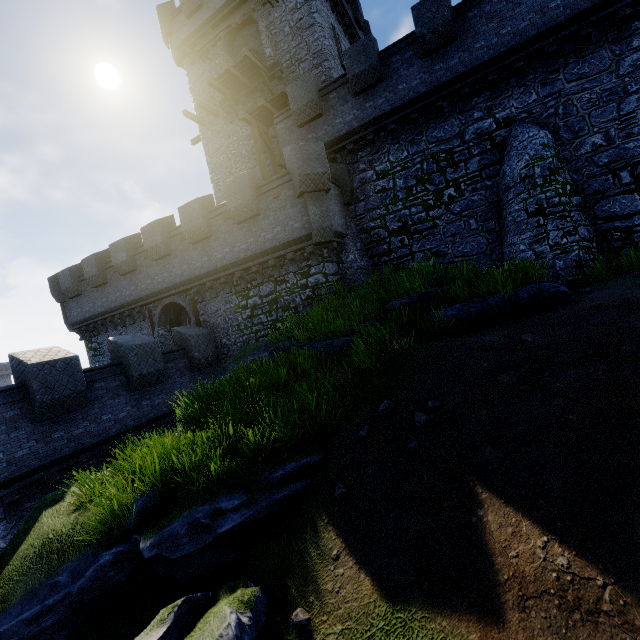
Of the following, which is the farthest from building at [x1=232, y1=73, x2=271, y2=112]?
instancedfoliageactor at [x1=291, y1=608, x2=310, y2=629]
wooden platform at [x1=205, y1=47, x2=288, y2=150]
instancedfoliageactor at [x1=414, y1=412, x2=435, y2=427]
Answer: instancedfoliageactor at [x1=291, y1=608, x2=310, y2=629]

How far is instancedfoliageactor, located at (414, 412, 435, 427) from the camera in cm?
582

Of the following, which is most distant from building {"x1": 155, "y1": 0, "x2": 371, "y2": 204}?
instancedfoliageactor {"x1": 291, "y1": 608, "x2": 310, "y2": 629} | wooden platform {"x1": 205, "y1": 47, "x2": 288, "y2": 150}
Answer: instancedfoliageactor {"x1": 291, "y1": 608, "x2": 310, "y2": 629}

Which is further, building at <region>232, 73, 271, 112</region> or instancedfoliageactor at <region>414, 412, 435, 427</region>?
building at <region>232, 73, 271, 112</region>

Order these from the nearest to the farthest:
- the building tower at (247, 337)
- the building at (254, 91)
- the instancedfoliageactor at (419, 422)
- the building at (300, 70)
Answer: the instancedfoliageactor at (419, 422) < the building tower at (247, 337) < the building at (300, 70) < the building at (254, 91)

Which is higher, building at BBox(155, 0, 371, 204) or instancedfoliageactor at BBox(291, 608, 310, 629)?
building at BBox(155, 0, 371, 204)

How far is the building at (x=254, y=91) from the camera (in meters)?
18.79

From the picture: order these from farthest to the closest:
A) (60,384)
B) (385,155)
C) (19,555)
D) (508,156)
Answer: (385,155)
(508,156)
(60,384)
(19,555)
